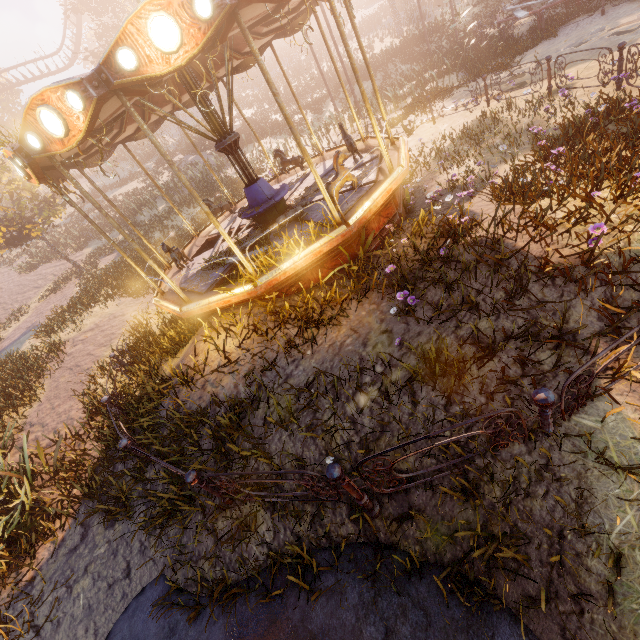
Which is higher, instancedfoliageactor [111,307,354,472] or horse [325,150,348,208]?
horse [325,150,348,208]

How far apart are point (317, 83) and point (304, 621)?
38.34m

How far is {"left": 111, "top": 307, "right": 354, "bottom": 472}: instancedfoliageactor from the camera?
4.3m

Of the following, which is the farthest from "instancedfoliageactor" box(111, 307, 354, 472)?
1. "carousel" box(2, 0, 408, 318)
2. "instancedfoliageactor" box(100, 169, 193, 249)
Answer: "instancedfoliageactor" box(100, 169, 193, 249)

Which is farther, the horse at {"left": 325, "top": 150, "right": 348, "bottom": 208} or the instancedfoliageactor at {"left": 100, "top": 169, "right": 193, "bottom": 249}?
the instancedfoliageactor at {"left": 100, "top": 169, "right": 193, "bottom": 249}

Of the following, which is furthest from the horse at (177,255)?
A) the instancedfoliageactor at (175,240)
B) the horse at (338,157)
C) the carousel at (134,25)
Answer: the instancedfoliageactor at (175,240)

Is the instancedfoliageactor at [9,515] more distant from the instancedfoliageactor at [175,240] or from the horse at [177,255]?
the instancedfoliageactor at [175,240]
